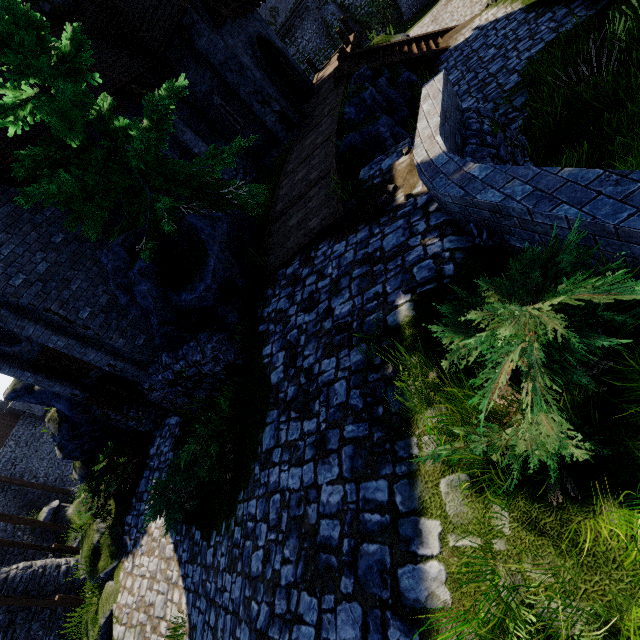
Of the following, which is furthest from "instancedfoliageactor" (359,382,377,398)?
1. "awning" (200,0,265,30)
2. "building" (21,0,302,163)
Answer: "awning" (200,0,265,30)

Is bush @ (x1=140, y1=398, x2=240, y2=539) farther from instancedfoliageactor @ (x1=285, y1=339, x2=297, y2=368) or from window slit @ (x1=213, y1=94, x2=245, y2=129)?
window slit @ (x1=213, y1=94, x2=245, y2=129)

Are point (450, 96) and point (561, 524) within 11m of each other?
yes

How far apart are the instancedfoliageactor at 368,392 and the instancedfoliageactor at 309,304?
2.3m

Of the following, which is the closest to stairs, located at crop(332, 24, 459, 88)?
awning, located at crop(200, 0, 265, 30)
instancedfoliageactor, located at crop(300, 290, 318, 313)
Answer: awning, located at crop(200, 0, 265, 30)

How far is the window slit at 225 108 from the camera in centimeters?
1449cm

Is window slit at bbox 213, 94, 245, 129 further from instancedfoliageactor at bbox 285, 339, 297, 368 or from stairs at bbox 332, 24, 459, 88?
instancedfoliageactor at bbox 285, 339, 297, 368

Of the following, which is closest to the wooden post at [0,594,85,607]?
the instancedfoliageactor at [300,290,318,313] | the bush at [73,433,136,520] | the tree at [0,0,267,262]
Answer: the bush at [73,433,136,520]
